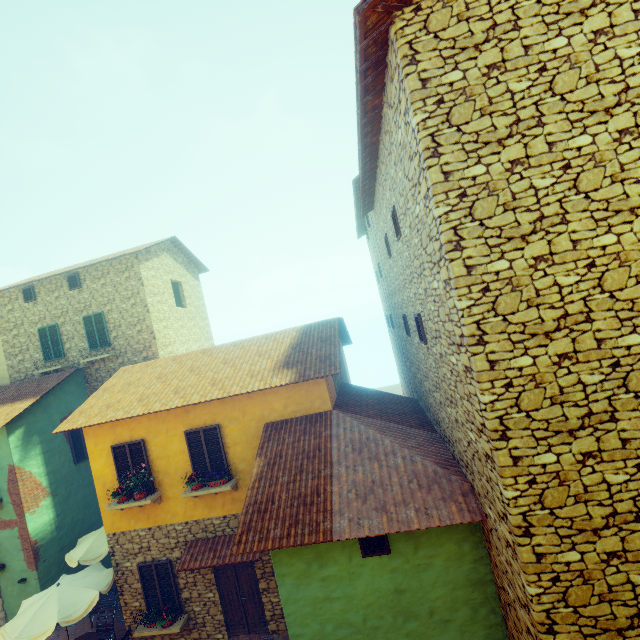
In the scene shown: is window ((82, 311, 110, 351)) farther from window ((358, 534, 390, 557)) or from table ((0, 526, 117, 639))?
window ((358, 534, 390, 557))

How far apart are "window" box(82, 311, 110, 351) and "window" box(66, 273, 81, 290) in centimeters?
130cm

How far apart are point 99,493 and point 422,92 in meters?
13.2 m

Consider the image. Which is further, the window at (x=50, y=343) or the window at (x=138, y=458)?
the window at (x=50, y=343)

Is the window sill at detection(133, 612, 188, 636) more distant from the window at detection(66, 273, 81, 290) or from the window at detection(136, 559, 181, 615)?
the window at detection(66, 273, 81, 290)

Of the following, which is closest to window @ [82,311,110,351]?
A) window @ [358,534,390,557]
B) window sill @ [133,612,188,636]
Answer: window sill @ [133,612,188,636]

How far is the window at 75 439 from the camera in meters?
13.6 m

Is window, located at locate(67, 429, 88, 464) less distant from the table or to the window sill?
the table
